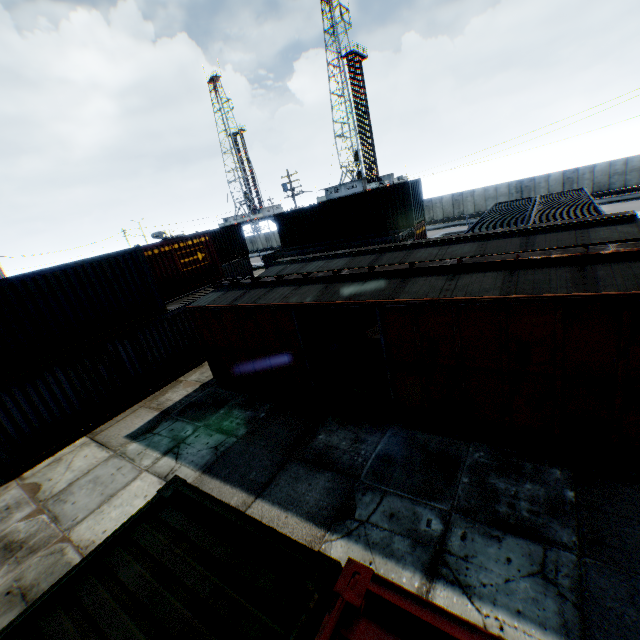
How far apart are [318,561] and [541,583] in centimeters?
421cm

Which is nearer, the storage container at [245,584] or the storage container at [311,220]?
the storage container at [245,584]

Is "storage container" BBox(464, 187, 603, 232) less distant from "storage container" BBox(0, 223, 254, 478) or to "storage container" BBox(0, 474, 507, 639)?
"storage container" BBox(0, 223, 254, 478)

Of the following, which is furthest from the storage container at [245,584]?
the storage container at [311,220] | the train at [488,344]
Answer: the storage container at [311,220]

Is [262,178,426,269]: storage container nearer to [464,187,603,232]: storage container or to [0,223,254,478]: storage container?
[464,187,603,232]: storage container

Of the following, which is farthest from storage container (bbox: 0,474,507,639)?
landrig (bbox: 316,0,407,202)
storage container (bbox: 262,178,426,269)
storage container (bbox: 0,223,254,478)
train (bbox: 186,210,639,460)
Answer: landrig (bbox: 316,0,407,202)

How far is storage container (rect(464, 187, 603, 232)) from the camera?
14.63m

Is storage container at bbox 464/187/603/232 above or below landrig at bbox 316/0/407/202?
below
